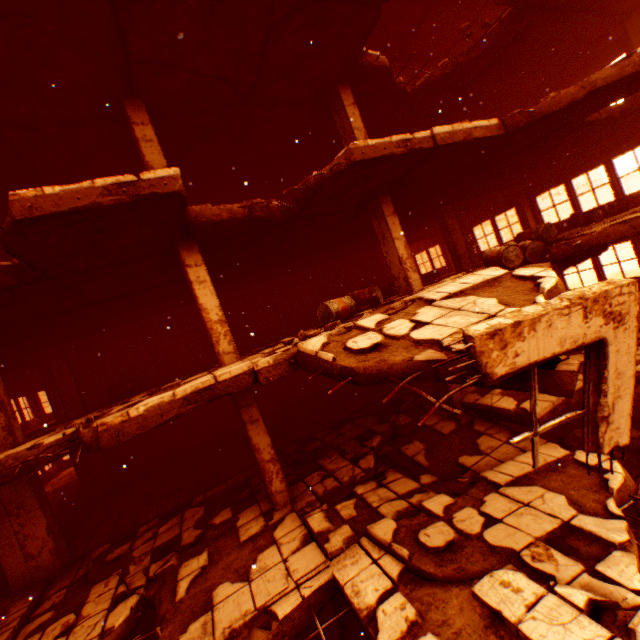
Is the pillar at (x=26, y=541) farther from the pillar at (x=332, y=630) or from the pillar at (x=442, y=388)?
the pillar at (x=442, y=388)

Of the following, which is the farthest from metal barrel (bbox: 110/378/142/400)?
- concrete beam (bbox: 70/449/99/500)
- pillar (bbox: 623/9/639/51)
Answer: pillar (bbox: 623/9/639/51)

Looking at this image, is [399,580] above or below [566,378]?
below

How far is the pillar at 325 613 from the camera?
6.48m

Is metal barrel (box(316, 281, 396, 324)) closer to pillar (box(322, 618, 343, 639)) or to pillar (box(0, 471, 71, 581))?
pillar (box(322, 618, 343, 639))

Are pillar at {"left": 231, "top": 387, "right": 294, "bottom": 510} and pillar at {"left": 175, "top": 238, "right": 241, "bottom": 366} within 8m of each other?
yes

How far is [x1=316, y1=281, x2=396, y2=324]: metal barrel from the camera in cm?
751

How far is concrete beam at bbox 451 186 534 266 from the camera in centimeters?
1290cm
